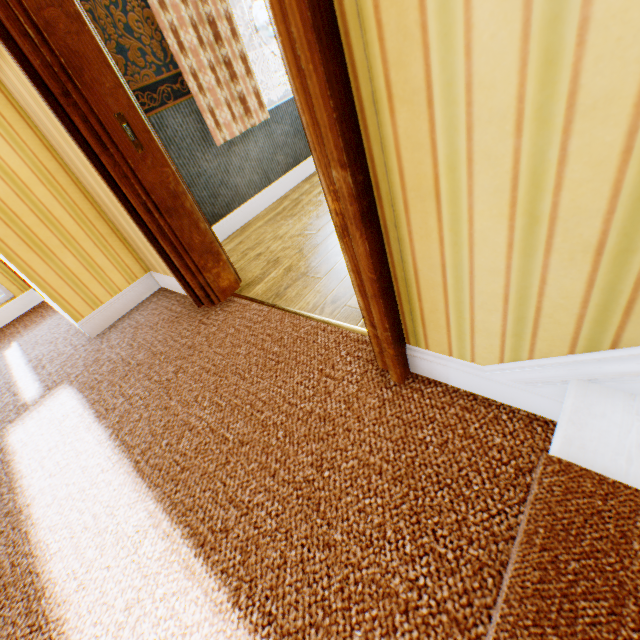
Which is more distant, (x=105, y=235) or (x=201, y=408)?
(x=105, y=235)
